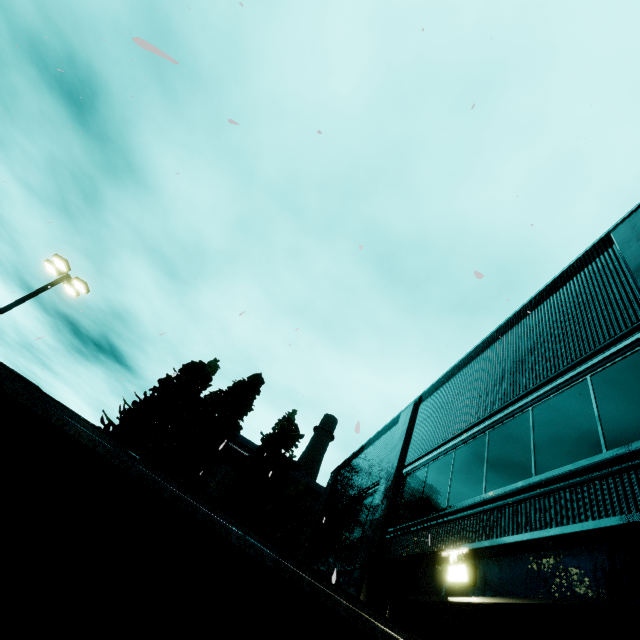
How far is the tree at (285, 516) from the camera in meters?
20.1

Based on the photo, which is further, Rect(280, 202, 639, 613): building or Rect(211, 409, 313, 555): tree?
Rect(211, 409, 313, 555): tree

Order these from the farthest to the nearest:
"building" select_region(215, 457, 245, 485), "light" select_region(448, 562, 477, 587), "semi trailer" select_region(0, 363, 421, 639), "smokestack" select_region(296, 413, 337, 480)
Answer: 1. "smokestack" select_region(296, 413, 337, 480)
2. "building" select_region(215, 457, 245, 485)
3. "light" select_region(448, 562, 477, 587)
4. "semi trailer" select_region(0, 363, 421, 639)

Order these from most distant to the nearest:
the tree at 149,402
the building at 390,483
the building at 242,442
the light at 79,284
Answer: the building at 242,442
the tree at 149,402
the light at 79,284
the building at 390,483

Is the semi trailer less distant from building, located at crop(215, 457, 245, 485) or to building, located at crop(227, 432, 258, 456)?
building, located at crop(227, 432, 258, 456)

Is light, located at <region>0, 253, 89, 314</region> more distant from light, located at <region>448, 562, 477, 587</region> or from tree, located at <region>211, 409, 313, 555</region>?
light, located at <region>448, 562, 477, 587</region>

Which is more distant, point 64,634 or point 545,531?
point 545,531

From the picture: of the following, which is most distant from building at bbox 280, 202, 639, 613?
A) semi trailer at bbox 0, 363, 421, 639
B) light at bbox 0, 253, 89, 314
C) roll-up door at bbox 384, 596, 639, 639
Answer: light at bbox 0, 253, 89, 314
